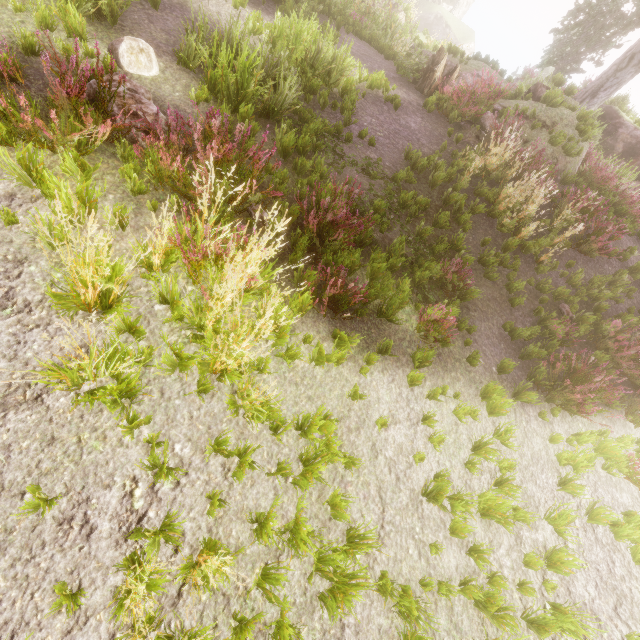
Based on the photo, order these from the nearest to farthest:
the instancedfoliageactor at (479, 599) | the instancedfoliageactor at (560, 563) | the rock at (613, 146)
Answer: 1. the instancedfoliageactor at (479, 599)
2. the instancedfoliageactor at (560, 563)
3. the rock at (613, 146)

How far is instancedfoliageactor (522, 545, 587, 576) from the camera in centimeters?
369cm

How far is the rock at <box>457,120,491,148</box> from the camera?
9.0 meters

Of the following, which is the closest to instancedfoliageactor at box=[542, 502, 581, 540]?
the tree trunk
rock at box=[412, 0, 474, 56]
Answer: rock at box=[412, 0, 474, 56]

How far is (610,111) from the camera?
16.1 meters

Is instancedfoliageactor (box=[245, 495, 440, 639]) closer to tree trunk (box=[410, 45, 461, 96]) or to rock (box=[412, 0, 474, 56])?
rock (box=[412, 0, 474, 56])

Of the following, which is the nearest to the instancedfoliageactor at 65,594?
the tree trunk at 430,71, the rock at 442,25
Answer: the rock at 442,25

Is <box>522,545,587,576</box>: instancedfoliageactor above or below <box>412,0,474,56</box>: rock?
below
